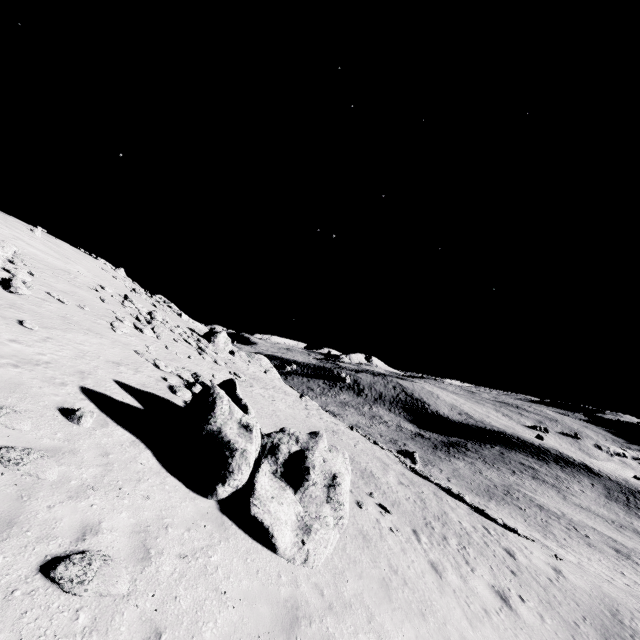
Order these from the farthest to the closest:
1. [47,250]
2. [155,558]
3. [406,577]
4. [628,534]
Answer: [628,534] → [47,250] → [406,577] → [155,558]

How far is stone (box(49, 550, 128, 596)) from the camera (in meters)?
4.77

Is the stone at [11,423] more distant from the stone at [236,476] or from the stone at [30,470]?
the stone at [236,476]

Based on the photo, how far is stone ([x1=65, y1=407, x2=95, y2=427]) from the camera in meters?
8.2 m

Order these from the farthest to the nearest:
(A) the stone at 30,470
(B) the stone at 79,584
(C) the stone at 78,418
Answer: (C) the stone at 78,418 → (A) the stone at 30,470 → (B) the stone at 79,584

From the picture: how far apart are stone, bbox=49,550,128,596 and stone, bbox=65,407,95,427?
3.8 meters

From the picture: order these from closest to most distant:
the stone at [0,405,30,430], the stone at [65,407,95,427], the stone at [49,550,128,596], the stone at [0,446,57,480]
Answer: the stone at [49,550,128,596] < the stone at [0,446,57,480] < the stone at [0,405,30,430] < the stone at [65,407,95,427]

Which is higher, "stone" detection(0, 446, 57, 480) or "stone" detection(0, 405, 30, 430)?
"stone" detection(0, 405, 30, 430)
